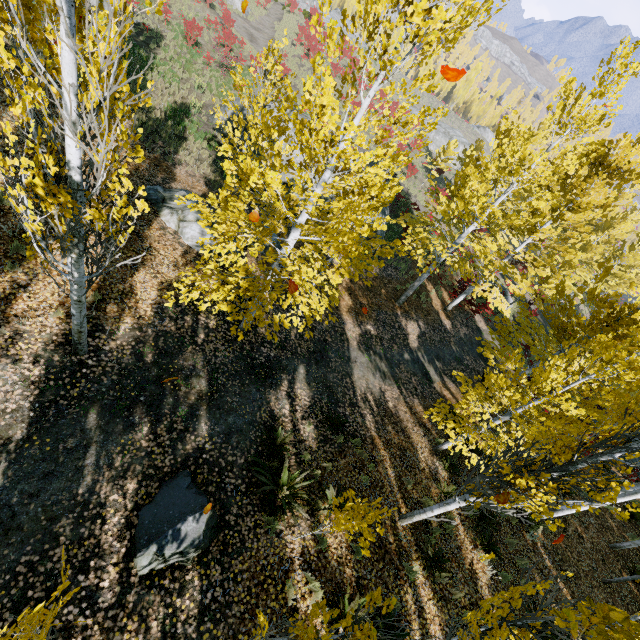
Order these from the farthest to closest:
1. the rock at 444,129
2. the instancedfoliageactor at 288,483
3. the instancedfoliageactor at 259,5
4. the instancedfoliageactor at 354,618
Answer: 1. the rock at 444,129
2. the instancedfoliageactor at 259,5
3. the instancedfoliageactor at 288,483
4. the instancedfoliageactor at 354,618

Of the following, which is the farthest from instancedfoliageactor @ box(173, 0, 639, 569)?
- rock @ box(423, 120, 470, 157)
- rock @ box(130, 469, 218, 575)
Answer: rock @ box(423, 120, 470, 157)

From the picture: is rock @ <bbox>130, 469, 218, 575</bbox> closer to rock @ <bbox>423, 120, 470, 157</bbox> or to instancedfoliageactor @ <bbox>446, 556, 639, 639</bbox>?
instancedfoliageactor @ <bbox>446, 556, 639, 639</bbox>

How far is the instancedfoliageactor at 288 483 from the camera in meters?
4.9

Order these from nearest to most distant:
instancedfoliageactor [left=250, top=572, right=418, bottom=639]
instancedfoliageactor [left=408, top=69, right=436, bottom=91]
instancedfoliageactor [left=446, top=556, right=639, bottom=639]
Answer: instancedfoliageactor [left=446, top=556, right=639, bottom=639], instancedfoliageactor [left=250, top=572, right=418, bottom=639], instancedfoliageactor [left=408, top=69, right=436, bottom=91]

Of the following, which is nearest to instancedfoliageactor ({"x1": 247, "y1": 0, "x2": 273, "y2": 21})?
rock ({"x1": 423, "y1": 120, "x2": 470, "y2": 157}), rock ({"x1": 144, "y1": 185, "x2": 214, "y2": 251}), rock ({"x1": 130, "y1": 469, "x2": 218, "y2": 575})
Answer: rock ({"x1": 130, "y1": 469, "x2": 218, "y2": 575})

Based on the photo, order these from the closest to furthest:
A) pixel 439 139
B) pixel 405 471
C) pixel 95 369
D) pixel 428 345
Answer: pixel 95 369 < pixel 405 471 < pixel 428 345 < pixel 439 139

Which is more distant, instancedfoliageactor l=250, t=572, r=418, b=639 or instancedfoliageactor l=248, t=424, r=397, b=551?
instancedfoliageactor l=248, t=424, r=397, b=551
